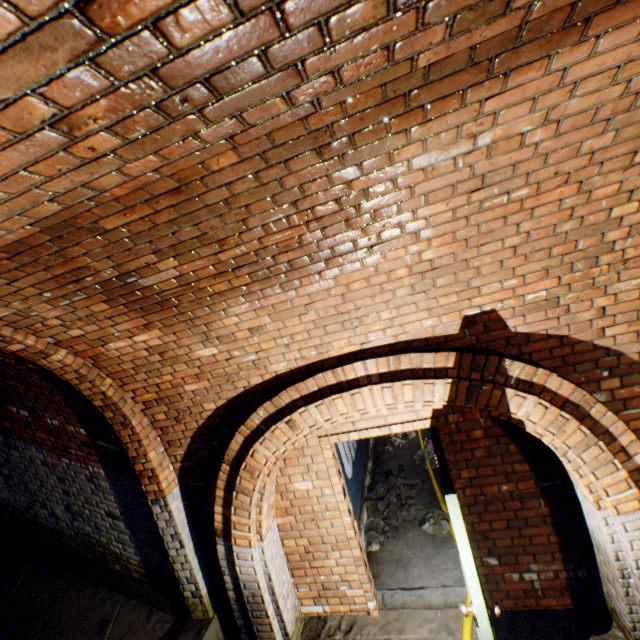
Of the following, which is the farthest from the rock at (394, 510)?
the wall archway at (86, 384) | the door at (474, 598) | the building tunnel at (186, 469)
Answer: the wall archway at (86, 384)

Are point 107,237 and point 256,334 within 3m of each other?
yes

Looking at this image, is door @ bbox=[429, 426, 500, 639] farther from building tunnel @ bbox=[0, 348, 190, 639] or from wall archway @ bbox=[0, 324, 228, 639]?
wall archway @ bbox=[0, 324, 228, 639]

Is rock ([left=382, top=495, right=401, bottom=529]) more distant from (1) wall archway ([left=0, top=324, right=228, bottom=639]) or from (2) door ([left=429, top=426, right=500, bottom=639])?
(1) wall archway ([left=0, top=324, right=228, bottom=639])

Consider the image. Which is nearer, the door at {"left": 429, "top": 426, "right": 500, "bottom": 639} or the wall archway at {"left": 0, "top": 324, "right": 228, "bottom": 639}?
the door at {"left": 429, "top": 426, "right": 500, "bottom": 639}

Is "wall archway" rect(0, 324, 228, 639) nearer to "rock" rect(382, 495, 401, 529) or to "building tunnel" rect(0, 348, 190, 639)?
"building tunnel" rect(0, 348, 190, 639)

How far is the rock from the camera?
4.8m

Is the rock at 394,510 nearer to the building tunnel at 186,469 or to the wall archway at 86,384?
the building tunnel at 186,469
